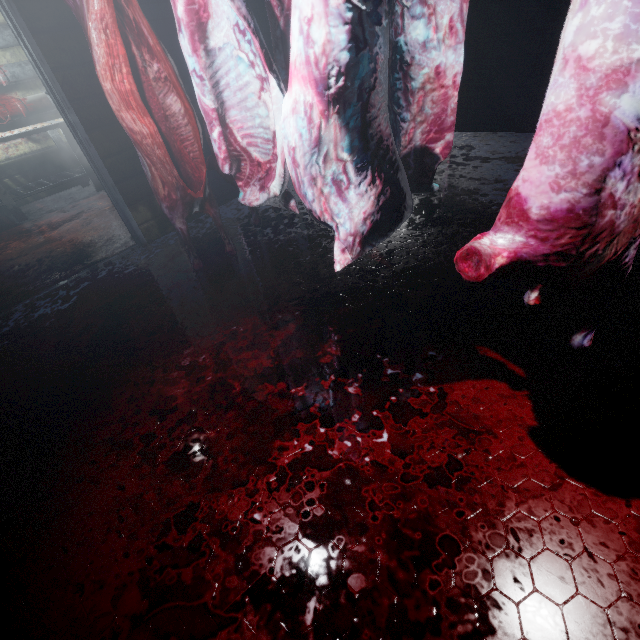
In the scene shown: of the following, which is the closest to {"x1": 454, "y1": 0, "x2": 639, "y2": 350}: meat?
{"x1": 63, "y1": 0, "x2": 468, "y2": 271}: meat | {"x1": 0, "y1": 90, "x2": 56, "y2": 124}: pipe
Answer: {"x1": 63, "y1": 0, "x2": 468, "y2": 271}: meat

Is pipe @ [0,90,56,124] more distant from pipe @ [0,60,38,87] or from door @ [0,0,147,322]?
door @ [0,0,147,322]

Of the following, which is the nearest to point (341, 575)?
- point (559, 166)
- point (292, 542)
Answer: point (292, 542)

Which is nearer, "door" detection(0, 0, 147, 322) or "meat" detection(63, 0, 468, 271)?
"meat" detection(63, 0, 468, 271)

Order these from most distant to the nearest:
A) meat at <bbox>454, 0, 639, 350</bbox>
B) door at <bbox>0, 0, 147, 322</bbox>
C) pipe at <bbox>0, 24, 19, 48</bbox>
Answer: pipe at <bbox>0, 24, 19, 48</bbox> → door at <bbox>0, 0, 147, 322</bbox> → meat at <bbox>454, 0, 639, 350</bbox>

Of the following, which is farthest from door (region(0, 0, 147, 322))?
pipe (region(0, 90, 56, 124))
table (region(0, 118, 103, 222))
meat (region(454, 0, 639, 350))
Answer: meat (region(454, 0, 639, 350))

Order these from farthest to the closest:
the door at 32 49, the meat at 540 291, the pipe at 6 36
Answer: the pipe at 6 36 < the door at 32 49 < the meat at 540 291

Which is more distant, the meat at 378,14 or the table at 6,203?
the table at 6,203
